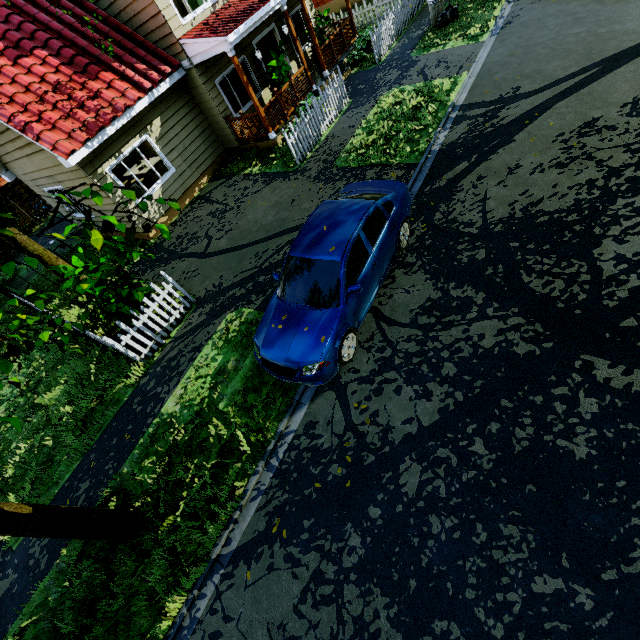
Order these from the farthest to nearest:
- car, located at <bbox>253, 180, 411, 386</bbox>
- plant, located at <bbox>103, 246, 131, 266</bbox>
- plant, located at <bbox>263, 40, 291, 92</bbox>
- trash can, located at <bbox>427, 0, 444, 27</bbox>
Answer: trash can, located at <bbox>427, 0, 444, 27</bbox>
plant, located at <bbox>263, 40, 291, 92</bbox>
plant, located at <bbox>103, 246, 131, 266</bbox>
car, located at <bbox>253, 180, 411, 386</bbox>

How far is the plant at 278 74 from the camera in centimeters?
1155cm

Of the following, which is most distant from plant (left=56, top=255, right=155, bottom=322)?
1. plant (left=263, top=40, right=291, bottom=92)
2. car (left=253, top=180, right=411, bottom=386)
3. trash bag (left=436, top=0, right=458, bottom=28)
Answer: trash bag (left=436, top=0, right=458, bottom=28)

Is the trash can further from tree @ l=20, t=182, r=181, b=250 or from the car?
the car

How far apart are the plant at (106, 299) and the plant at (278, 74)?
8.5 meters

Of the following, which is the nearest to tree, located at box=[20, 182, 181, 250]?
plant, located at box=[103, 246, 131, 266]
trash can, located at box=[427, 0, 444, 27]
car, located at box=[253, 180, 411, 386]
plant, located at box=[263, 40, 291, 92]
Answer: trash can, located at box=[427, 0, 444, 27]

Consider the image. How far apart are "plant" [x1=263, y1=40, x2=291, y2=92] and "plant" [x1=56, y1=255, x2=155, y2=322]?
8.5m

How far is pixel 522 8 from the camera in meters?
11.4 m
